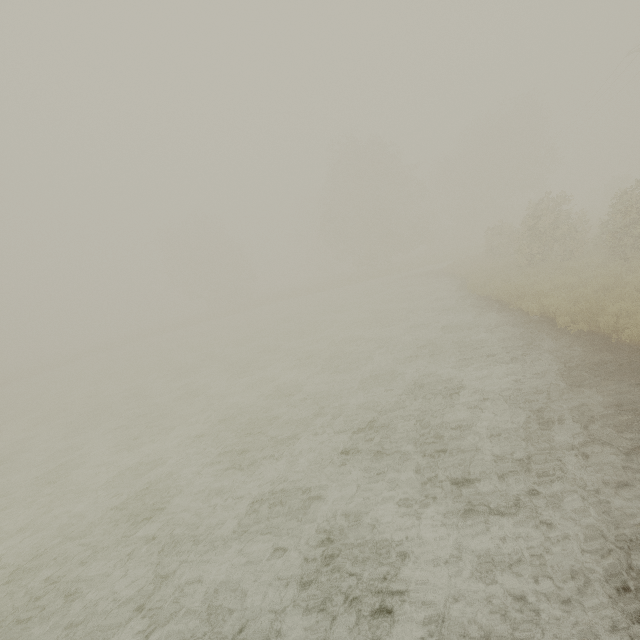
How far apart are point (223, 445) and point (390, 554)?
6.0m
